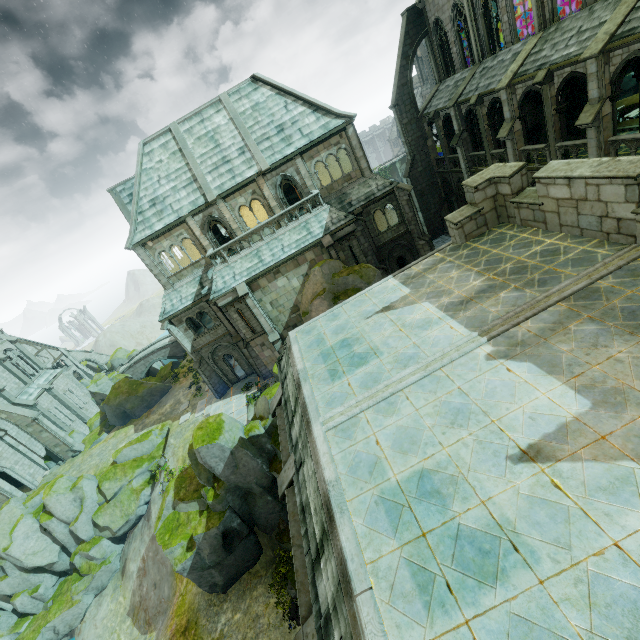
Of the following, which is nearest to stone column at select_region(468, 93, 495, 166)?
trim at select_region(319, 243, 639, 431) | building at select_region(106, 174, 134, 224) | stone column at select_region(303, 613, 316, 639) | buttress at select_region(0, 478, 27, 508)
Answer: trim at select_region(319, 243, 639, 431)

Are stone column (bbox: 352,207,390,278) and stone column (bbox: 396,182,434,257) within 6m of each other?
yes

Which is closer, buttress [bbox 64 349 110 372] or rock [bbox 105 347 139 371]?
buttress [bbox 64 349 110 372]

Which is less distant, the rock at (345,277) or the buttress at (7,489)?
the rock at (345,277)

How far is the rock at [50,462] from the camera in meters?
33.4 m

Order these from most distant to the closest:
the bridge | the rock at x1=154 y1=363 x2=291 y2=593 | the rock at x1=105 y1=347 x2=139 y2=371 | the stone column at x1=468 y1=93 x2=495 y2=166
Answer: the rock at x1=105 y1=347 x2=139 y2=371 → the bridge → the stone column at x1=468 y1=93 x2=495 y2=166 → the rock at x1=154 y1=363 x2=291 y2=593

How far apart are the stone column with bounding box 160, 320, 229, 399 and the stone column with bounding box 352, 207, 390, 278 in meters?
15.6 m

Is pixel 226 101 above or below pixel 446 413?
above
